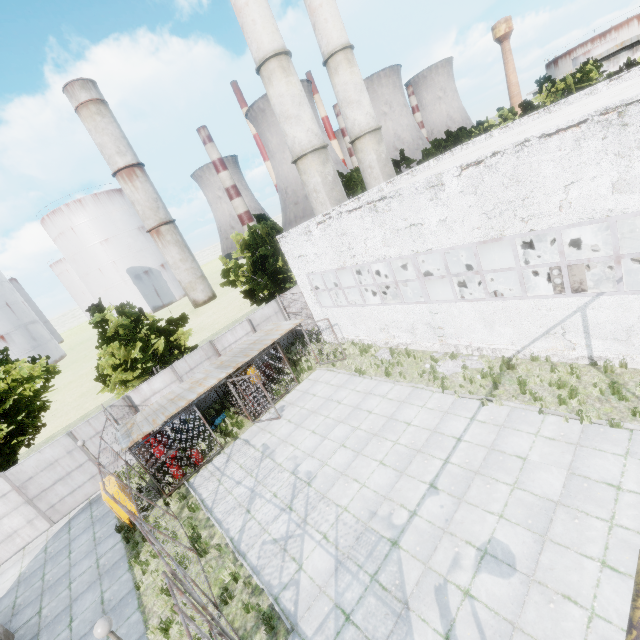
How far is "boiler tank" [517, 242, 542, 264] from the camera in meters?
15.7 m

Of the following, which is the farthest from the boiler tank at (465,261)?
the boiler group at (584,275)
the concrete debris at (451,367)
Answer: the concrete debris at (451,367)

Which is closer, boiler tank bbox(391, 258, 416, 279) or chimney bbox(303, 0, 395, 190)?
boiler tank bbox(391, 258, 416, 279)

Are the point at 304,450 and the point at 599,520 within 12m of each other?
yes

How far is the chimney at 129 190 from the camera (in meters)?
53.34

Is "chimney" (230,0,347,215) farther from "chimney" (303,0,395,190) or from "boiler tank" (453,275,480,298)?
"boiler tank" (453,275,480,298)

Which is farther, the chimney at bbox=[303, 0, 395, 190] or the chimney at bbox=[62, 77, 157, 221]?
the chimney at bbox=[62, 77, 157, 221]

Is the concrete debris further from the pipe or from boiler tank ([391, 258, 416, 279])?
the pipe
